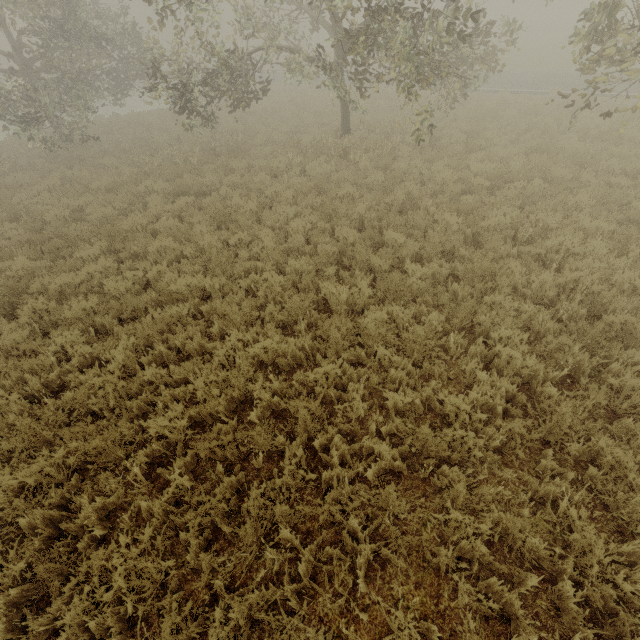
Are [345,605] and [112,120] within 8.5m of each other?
no
